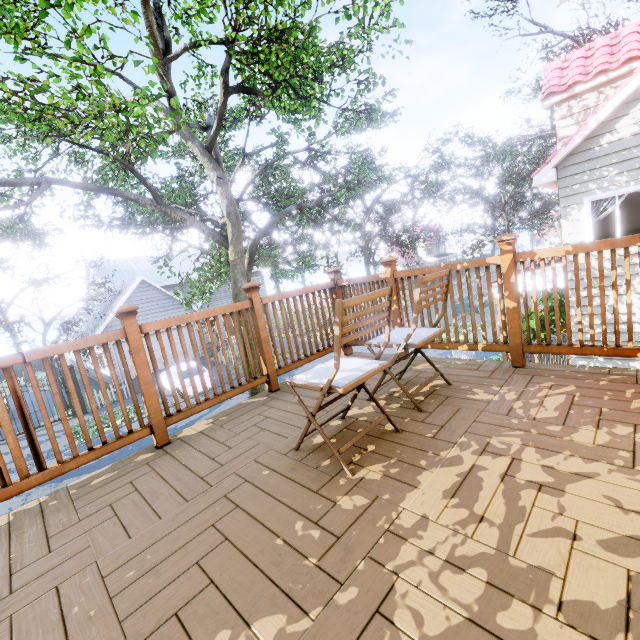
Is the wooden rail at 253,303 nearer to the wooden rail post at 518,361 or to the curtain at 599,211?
the wooden rail post at 518,361

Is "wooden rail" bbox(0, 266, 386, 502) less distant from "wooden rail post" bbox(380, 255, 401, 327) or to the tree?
"wooden rail post" bbox(380, 255, 401, 327)

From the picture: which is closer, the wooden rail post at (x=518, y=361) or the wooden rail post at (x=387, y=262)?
the wooden rail post at (x=518, y=361)

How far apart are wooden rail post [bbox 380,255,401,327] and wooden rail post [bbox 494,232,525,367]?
0.97m

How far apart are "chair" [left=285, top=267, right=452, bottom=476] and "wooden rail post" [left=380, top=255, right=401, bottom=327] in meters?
1.4 m

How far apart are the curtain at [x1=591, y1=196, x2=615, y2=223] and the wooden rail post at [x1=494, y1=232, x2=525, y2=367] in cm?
834

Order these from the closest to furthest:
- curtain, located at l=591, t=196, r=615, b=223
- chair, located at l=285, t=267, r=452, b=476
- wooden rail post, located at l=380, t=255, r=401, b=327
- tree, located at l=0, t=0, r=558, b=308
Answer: chair, located at l=285, t=267, r=452, b=476
wooden rail post, located at l=380, t=255, r=401, b=327
tree, located at l=0, t=0, r=558, b=308
curtain, located at l=591, t=196, r=615, b=223

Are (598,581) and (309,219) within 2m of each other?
no
